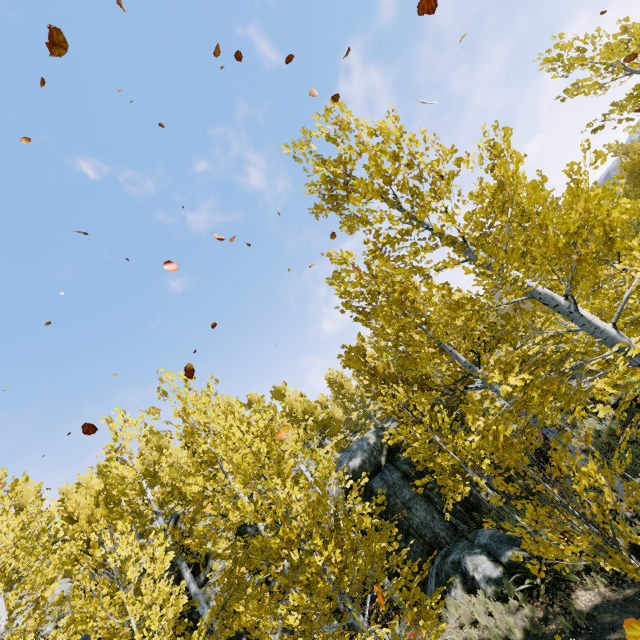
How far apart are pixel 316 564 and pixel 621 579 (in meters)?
7.68

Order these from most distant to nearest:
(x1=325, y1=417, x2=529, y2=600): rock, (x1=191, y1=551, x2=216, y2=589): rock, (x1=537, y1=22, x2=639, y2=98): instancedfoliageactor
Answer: (x1=191, y1=551, x2=216, y2=589): rock → (x1=537, y1=22, x2=639, y2=98): instancedfoliageactor → (x1=325, y1=417, x2=529, y2=600): rock

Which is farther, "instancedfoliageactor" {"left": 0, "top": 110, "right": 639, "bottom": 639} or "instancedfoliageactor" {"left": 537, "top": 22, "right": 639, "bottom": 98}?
"instancedfoliageactor" {"left": 537, "top": 22, "right": 639, "bottom": 98}

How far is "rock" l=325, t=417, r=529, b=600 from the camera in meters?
9.6

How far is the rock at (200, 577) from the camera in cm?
1208

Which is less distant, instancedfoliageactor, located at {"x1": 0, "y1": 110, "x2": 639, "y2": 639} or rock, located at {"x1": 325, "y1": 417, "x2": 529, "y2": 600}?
instancedfoliageactor, located at {"x1": 0, "y1": 110, "x2": 639, "y2": 639}

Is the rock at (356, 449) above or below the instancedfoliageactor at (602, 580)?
above
